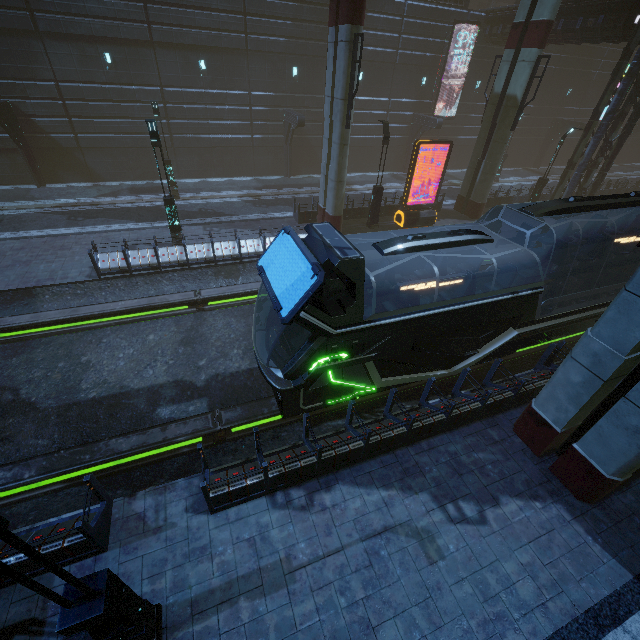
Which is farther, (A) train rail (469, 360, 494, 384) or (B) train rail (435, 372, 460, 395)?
(A) train rail (469, 360, 494, 384)

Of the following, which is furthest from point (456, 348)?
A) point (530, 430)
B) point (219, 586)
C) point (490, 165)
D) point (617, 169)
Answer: point (617, 169)

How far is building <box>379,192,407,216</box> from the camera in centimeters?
2127cm

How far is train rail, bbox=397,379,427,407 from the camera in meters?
10.5

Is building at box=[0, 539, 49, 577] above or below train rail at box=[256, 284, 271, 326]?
above

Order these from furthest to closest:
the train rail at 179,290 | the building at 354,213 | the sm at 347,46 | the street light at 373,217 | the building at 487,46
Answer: the building at 487,46, the building at 354,213, the street light at 373,217, the sm at 347,46, the train rail at 179,290

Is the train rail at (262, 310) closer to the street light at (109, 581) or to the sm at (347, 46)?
the sm at (347, 46)

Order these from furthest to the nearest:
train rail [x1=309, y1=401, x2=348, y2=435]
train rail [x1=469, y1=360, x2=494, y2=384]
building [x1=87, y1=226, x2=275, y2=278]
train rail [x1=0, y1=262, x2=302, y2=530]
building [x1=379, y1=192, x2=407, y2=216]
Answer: building [x1=379, y1=192, x2=407, y2=216]
building [x1=87, y1=226, x2=275, y2=278]
train rail [x1=469, y1=360, x2=494, y2=384]
train rail [x1=309, y1=401, x2=348, y2=435]
train rail [x1=0, y1=262, x2=302, y2=530]
